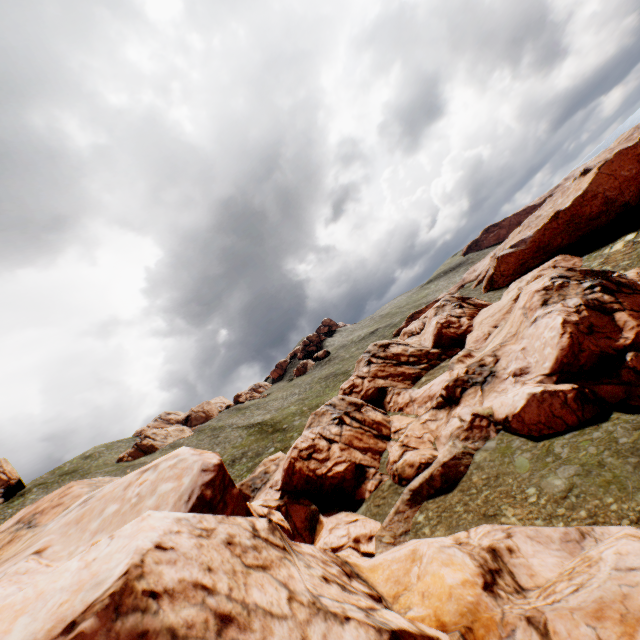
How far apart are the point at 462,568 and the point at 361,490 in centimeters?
1885cm

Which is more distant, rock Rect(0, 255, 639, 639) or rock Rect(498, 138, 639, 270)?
rock Rect(498, 138, 639, 270)

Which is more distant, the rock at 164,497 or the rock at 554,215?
the rock at 554,215
